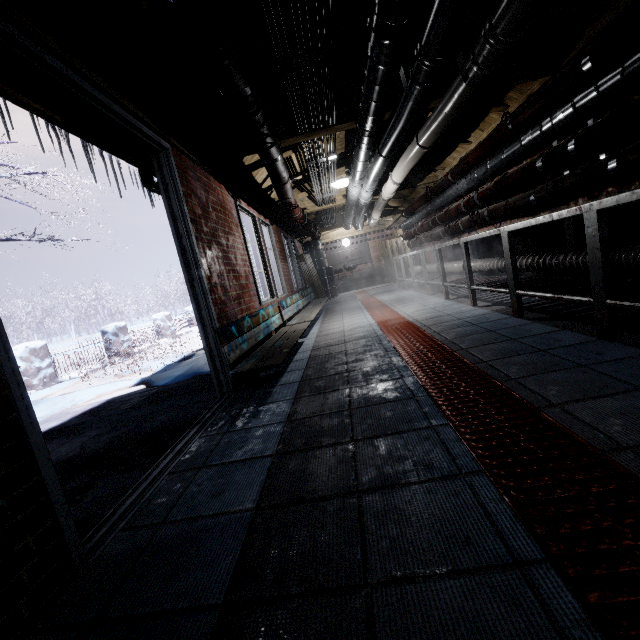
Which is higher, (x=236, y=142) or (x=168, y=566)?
(x=236, y=142)

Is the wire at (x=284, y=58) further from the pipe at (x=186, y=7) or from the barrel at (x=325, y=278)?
the barrel at (x=325, y=278)

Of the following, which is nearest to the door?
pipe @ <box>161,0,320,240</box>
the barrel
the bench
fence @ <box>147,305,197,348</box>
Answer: the bench

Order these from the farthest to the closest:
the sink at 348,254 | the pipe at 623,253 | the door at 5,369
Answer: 1. the sink at 348,254
2. the pipe at 623,253
3. the door at 5,369

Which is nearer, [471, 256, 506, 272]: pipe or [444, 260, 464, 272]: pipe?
[471, 256, 506, 272]: pipe

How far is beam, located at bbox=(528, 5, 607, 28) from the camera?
2.11m

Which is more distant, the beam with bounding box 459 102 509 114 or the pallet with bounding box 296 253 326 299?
the pallet with bounding box 296 253 326 299

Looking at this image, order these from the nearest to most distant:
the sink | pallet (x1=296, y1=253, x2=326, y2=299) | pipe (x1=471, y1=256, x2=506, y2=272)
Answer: pipe (x1=471, y1=256, x2=506, y2=272)
pallet (x1=296, y1=253, x2=326, y2=299)
the sink
